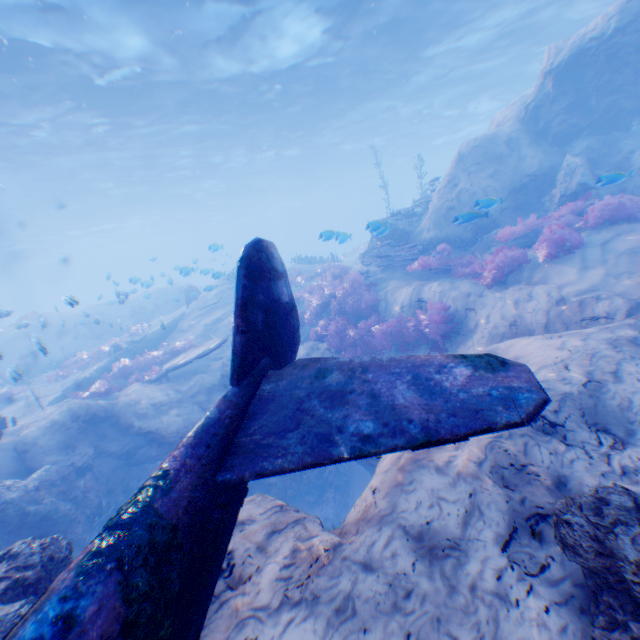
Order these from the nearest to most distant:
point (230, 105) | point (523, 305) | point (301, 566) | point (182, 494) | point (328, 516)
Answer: point (182, 494) → point (301, 566) → point (523, 305) → point (328, 516) → point (230, 105)

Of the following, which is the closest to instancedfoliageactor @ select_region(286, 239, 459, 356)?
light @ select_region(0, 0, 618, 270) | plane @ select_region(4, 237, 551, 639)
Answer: plane @ select_region(4, 237, 551, 639)

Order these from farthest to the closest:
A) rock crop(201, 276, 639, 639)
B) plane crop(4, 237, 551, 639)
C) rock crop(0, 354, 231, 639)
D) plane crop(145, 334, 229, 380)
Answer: plane crop(145, 334, 229, 380) → rock crop(0, 354, 231, 639) → rock crop(201, 276, 639, 639) → plane crop(4, 237, 551, 639)

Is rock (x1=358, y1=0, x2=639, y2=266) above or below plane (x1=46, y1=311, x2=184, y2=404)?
above

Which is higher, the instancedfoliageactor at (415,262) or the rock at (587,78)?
the rock at (587,78)

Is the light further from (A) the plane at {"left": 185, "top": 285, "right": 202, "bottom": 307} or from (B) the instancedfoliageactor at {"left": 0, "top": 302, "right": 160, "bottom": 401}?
(A) the plane at {"left": 185, "top": 285, "right": 202, "bottom": 307}

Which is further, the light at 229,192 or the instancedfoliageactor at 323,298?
the light at 229,192
